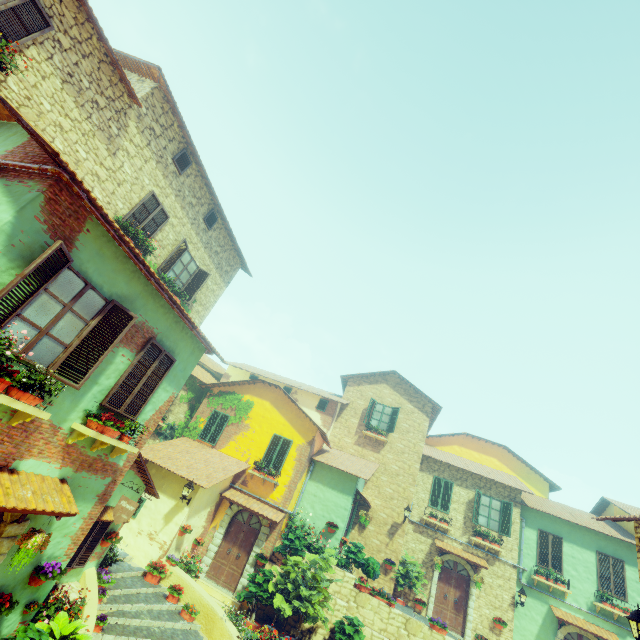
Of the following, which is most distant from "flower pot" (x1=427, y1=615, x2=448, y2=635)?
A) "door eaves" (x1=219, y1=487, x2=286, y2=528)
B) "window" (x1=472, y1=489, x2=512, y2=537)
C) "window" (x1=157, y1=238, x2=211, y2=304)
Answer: "window" (x1=157, y1=238, x2=211, y2=304)

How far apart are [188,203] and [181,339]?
6.34m

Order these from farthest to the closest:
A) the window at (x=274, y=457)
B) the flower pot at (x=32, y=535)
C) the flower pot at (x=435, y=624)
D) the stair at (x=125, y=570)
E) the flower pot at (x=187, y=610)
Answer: the window at (x=274, y=457) → the flower pot at (x=435, y=624) → the flower pot at (x=187, y=610) → the stair at (x=125, y=570) → the flower pot at (x=32, y=535)

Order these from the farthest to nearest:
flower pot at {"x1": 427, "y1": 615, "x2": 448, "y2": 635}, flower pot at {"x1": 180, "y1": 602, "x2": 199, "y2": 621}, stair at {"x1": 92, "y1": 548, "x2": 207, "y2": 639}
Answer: flower pot at {"x1": 427, "y1": 615, "x2": 448, "y2": 635} < flower pot at {"x1": 180, "y1": 602, "x2": 199, "y2": 621} < stair at {"x1": 92, "y1": 548, "x2": 207, "y2": 639}

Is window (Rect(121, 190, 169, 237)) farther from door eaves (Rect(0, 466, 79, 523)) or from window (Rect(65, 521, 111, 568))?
window (Rect(65, 521, 111, 568))

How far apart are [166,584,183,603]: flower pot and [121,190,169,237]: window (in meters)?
11.65

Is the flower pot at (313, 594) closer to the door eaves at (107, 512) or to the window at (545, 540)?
the door eaves at (107, 512)

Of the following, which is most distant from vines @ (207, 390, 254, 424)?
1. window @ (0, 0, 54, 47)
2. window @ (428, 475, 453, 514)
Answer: window @ (428, 475, 453, 514)
